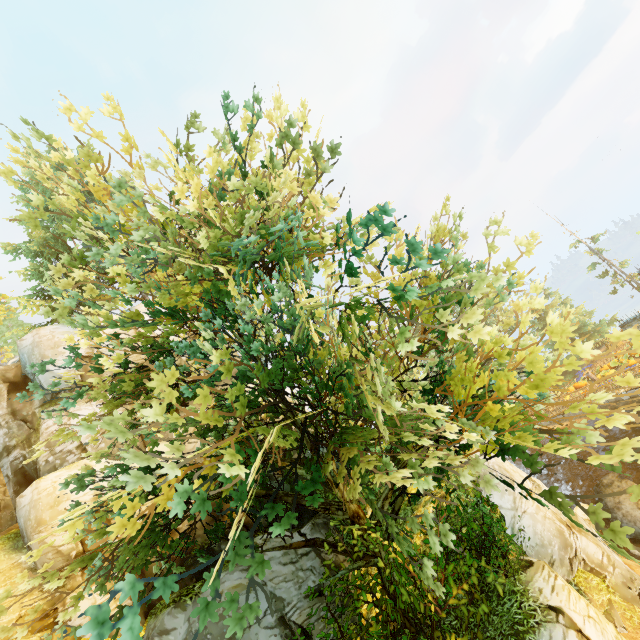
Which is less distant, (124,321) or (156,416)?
(156,416)

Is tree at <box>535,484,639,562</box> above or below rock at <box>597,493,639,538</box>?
above

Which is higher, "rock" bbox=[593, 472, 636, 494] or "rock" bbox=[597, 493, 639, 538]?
"rock" bbox=[593, 472, 636, 494]

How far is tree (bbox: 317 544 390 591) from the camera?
8.0 meters

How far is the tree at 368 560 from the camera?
7.97m

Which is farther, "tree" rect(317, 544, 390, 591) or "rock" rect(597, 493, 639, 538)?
"rock" rect(597, 493, 639, 538)

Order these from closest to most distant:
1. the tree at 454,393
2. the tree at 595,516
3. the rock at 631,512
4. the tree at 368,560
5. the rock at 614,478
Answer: the tree at 595,516 → the tree at 454,393 → the tree at 368,560 → the rock at 631,512 → the rock at 614,478

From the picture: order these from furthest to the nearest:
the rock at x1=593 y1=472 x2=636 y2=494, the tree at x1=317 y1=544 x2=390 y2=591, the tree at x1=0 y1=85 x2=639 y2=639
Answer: the rock at x1=593 y1=472 x2=636 y2=494
the tree at x1=317 y1=544 x2=390 y2=591
the tree at x1=0 y1=85 x2=639 y2=639
